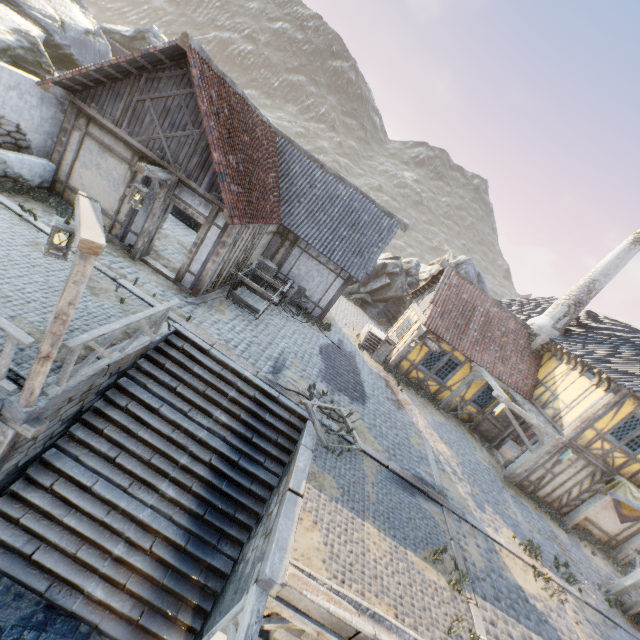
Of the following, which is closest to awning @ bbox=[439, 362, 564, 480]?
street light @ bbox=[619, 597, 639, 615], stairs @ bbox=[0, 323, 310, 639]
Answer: street light @ bbox=[619, 597, 639, 615]

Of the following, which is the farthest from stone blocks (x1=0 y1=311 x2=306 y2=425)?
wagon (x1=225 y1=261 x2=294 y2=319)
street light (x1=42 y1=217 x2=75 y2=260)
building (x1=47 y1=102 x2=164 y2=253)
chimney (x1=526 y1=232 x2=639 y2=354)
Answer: chimney (x1=526 y1=232 x2=639 y2=354)

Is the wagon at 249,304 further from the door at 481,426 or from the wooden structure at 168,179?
the door at 481,426

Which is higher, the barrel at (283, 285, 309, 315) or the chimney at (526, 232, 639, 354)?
the chimney at (526, 232, 639, 354)

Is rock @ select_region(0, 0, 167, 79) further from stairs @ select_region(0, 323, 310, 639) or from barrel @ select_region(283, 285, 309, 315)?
barrel @ select_region(283, 285, 309, 315)

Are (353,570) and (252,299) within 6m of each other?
no

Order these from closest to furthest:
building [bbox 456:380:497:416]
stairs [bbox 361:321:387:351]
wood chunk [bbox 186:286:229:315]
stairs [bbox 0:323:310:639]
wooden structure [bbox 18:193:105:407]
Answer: wooden structure [bbox 18:193:105:407] → stairs [bbox 0:323:310:639] → wood chunk [bbox 186:286:229:315] → building [bbox 456:380:497:416] → stairs [bbox 361:321:387:351]

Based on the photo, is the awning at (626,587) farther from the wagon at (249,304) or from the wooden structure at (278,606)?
the wagon at (249,304)
